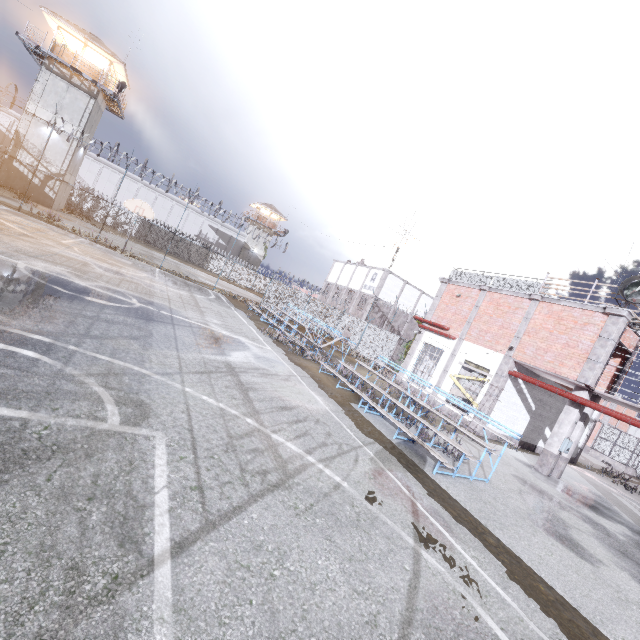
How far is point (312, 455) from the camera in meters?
5.7 m

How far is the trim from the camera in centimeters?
1266cm

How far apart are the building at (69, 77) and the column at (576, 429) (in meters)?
40.99

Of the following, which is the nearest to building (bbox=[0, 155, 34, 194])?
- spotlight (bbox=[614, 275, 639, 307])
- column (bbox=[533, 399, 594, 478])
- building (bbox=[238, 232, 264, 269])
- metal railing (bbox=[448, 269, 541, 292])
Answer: building (bbox=[238, 232, 264, 269])

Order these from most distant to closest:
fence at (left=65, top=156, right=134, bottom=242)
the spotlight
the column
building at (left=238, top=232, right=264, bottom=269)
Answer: building at (left=238, top=232, right=264, bottom=269)
fence at (left=65, top=156, right=134, bottom=242)
the column
the spotlight

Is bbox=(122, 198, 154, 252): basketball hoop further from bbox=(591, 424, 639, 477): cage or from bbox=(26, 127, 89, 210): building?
bbox=(591, 424, 639, 477): cage

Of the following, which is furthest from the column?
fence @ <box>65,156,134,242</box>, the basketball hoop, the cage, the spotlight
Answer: the basketball hoop

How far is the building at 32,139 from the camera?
27.7 meters
